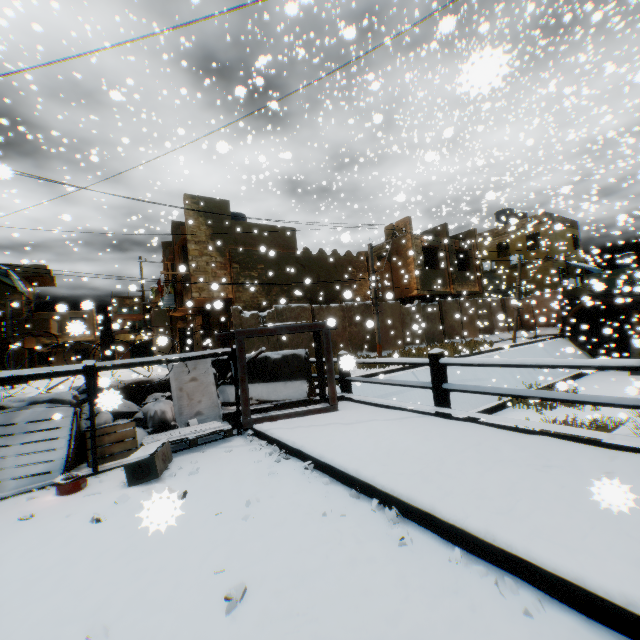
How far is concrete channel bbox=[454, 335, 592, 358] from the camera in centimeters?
1795cm

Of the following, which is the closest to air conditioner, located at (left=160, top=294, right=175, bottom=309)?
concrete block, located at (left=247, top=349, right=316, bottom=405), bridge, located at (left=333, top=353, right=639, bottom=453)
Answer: A: bridge, located at (left=333, top=353, right=639, bottom=453)

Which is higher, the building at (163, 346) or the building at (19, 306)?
the building at (19, 306)

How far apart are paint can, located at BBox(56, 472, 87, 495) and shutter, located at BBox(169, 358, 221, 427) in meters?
2.0

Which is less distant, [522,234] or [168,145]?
[168,145]

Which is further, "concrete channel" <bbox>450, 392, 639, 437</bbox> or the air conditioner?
the air conditioner

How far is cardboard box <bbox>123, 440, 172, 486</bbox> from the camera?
3.8 meters

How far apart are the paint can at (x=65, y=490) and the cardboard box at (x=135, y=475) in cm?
50
